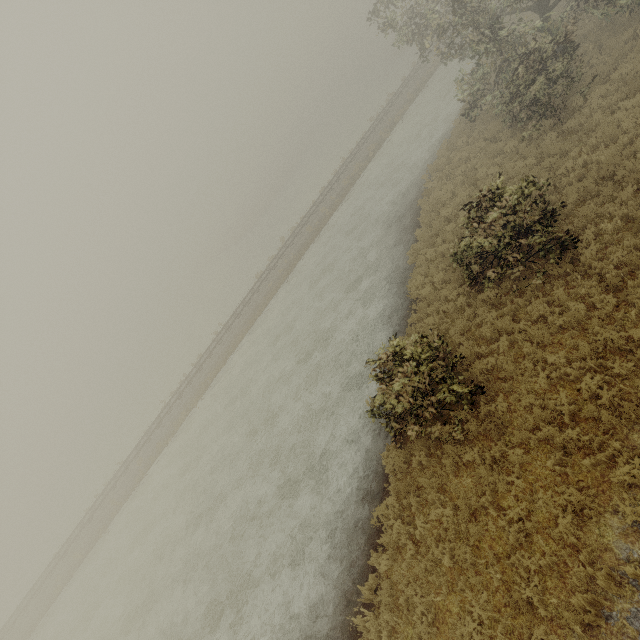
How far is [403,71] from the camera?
46.1 meters
